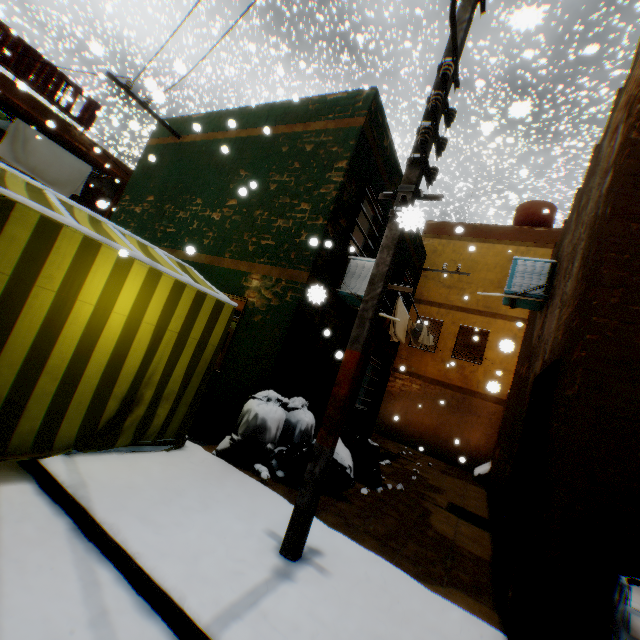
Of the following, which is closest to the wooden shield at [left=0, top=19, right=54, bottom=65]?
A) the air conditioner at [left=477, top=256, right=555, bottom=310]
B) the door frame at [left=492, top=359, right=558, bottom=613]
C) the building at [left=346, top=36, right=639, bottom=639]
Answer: the building at [left=346, top=36, right=639, bottom=639]

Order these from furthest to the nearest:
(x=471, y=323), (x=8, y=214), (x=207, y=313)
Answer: (x=471, y=323), (x=207, y=313), (x=8, y=214)

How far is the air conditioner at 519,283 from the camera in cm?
629

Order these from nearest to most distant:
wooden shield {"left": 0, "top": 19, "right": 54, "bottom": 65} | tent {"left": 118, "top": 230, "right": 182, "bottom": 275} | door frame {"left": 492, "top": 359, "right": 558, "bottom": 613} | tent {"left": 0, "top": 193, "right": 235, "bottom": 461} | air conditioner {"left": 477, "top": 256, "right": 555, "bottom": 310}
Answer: tent {"left": 0, "top": 193, "right": 235, "bottom": 461}, door frame {"left": 492, "top": 359, "right": 558, "bottom": 613}, tent {"left": 118, "top": 230, "right": 182, "bottom": 275}, air conditioner {"left": 477, "top": 256, "right": 555, "bottom": 310}, wooden shield {"left": 0, "top": 19, "right": 54, "bottom": 65}

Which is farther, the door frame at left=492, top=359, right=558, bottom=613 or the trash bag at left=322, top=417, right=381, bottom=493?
the trash bag at left=322, top=417, right=381, bottom=493

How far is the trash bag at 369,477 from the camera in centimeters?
464cm

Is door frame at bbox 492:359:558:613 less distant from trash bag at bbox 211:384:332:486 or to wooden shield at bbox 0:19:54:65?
trash bag at bbox 211:384:332:486

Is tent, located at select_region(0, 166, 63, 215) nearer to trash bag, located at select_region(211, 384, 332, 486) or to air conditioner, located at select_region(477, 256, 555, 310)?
trash bag, located at select_region(211, 384, 332, 486)
